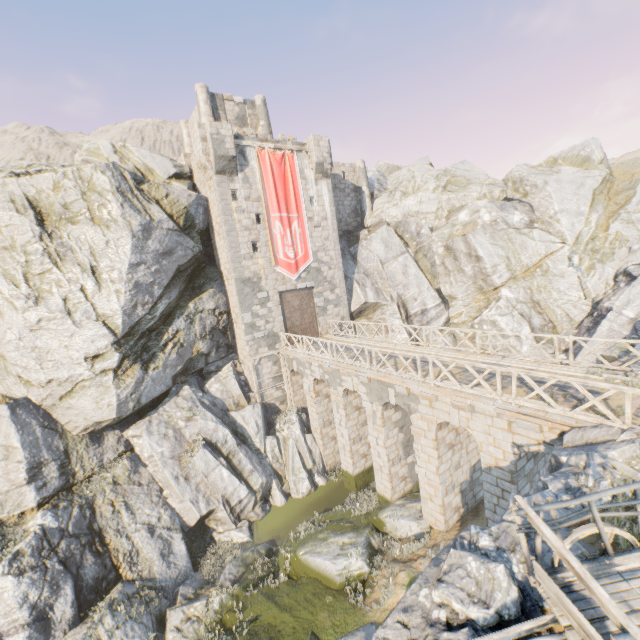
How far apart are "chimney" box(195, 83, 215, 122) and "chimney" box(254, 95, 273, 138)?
3.2 meters

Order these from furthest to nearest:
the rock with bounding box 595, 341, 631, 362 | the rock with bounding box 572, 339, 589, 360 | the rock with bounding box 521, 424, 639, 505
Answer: the rock with bounding box 572, 339, 589, 360 → the rock with bounding box 595, 341, 631, 362 → the rock with bounding box 521, 424, 639, 505

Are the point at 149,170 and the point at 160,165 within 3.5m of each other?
yes

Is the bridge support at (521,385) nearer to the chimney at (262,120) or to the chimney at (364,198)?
the chimney at (364,198)

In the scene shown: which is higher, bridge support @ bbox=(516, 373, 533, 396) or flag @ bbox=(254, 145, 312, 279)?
flag @ bbox=(254, 145, 312, 279)

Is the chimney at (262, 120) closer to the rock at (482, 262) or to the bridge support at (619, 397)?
the rock at (482, 262)

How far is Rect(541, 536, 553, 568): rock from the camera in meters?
5.0 m

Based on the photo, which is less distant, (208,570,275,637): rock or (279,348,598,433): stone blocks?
(279,348,598,433): stone blocks
